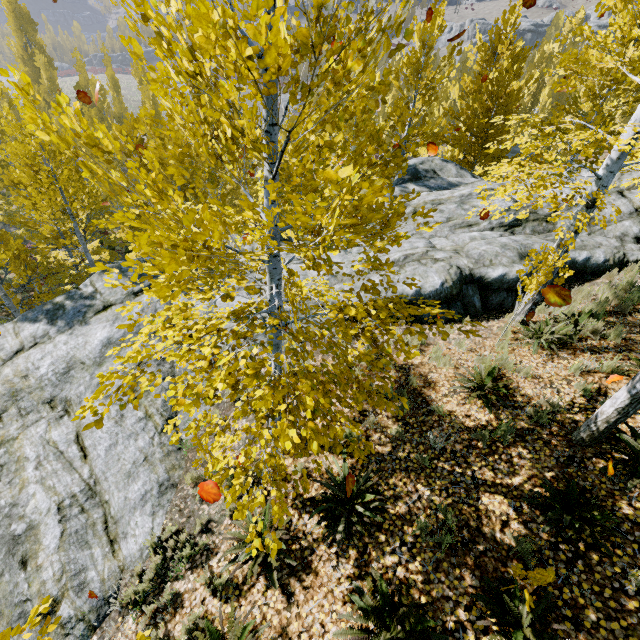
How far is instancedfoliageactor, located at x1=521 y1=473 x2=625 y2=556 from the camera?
3.6m

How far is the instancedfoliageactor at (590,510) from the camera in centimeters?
364cm

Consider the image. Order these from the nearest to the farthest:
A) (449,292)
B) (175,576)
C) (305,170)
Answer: (305,170)
(175,576)
(449,292)

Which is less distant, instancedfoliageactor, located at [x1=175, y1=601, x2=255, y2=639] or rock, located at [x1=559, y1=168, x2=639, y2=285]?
instancedfoliageactor, located at [x1=175, y1=601, x2=255, y2=639]

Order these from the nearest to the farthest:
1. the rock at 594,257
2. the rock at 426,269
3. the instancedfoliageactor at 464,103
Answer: the instancedfoliageactor at 464,103, the rock at 426,269, the rock at 594,257

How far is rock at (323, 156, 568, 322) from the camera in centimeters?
789cm

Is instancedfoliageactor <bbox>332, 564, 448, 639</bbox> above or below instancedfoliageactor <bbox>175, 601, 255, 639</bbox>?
above
